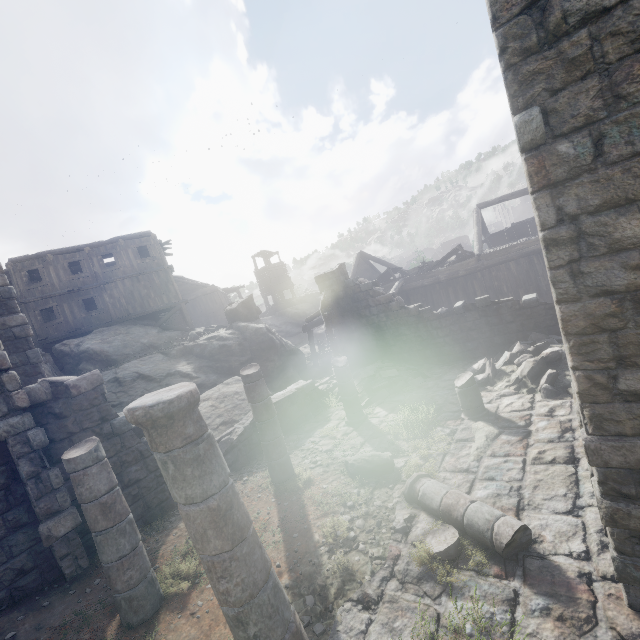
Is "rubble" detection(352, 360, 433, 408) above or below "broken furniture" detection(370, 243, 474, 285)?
below

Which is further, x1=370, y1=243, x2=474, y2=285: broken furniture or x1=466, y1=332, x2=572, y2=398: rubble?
x1=370, y1=243, x2=474, y2=285: broken furniture

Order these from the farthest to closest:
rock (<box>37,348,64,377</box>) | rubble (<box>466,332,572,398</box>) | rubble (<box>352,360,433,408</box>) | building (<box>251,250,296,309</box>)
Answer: building (<box>251,250,296,309</box>)
rock (<box>37,348,64,377</box>)
rubble (<box>352,360,433,408</box>)
rubble (<box>466,332,572,398</box>)

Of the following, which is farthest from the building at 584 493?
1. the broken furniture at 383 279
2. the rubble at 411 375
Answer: the broken furniture at 383 279

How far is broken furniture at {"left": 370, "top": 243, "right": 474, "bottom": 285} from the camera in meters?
19.4 m

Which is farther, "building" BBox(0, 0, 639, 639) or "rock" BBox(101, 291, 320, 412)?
"rock" BBox(101, 291, 320, 412)

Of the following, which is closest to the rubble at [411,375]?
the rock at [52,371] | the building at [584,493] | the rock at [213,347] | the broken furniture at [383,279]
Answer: the building at [584,493]

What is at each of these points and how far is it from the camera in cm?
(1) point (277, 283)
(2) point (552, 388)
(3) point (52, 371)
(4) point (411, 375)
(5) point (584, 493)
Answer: (1) building, 4681
(2) rubble, 838
(3) rock, 1662
(4) rubble, 1305
(5) building, 513
